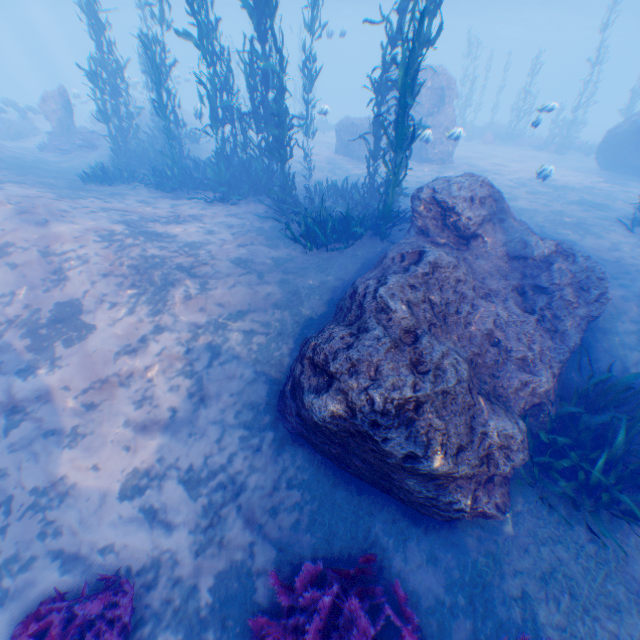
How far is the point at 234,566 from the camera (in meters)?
4.29

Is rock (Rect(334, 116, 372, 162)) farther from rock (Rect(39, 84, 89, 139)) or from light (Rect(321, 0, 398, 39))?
rock (Rect(39, 84, 89, 139))

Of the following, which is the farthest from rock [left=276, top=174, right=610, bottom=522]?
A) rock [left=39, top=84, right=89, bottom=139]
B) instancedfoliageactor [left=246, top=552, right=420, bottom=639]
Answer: rock [left=39, top=84, right=89, bottom=139]

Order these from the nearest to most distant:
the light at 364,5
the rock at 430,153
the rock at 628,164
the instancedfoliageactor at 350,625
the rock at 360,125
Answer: the instancedfoliageactor at 350,625 < the rock at 628,164 < the rock at 430,153 < the rock at 360,125 < the light at 364,5

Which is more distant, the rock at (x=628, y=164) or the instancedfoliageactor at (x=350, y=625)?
the rock at (x=628, y=164)

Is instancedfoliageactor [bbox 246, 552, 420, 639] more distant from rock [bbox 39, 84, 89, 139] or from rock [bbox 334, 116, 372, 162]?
rock [bbox 39, 84, 89, 139]

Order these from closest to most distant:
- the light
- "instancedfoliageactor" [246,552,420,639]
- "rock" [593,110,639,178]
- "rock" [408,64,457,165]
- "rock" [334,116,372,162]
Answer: "instancedfoliageactor" [246,552,420,639]
"rock" [593,110,639,178]
"rock" [408,64,457,165]
"rock" [334,116,372,162]
the light
